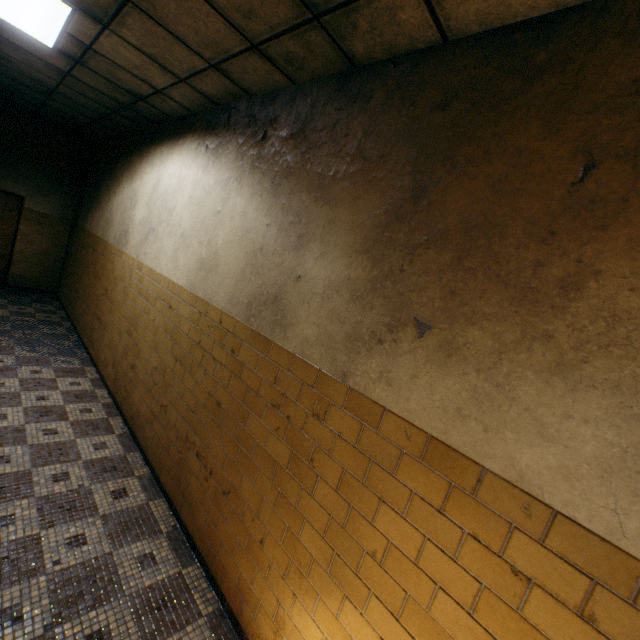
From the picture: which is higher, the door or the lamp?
the lamp

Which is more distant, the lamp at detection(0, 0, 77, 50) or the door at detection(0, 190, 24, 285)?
the door at detection(0, 190, 24, 285)

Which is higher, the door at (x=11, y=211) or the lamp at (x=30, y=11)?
the lamp at (x=30, y=11)

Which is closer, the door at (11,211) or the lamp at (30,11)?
the lamp at (30,11)

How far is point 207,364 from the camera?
3.0m
